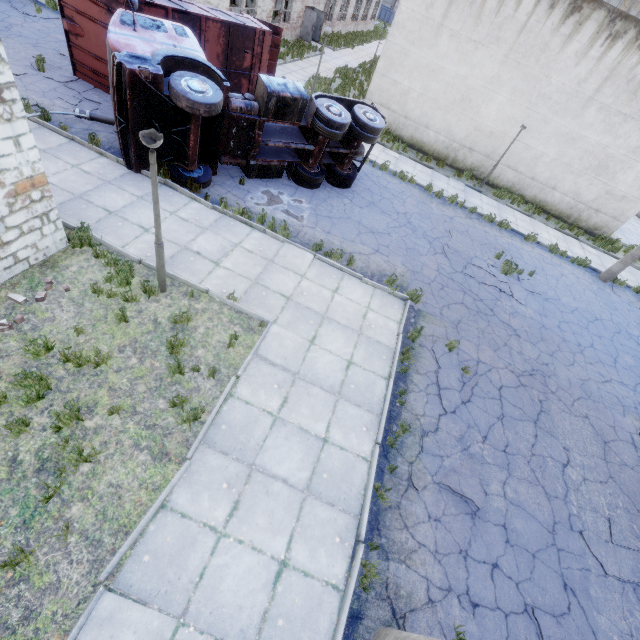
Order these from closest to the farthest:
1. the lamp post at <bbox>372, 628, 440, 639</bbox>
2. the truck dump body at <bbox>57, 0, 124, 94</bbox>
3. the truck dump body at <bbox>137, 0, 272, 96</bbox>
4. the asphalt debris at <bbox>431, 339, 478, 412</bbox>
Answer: the lamp post at <bbox>372, 628, 440, 639</bbox> → the asphalt debris at <bbox>431, 339, 478, 412</bbox> → the truck dump body at <bbox>57, 0, 124, 94</bbox> → the truck dump body at <bbox>137, 0, 272, 96</bbox>

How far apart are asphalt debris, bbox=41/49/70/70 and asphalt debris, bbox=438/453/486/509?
17.3 meters

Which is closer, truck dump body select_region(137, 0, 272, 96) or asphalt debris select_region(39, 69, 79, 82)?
truck dump body select_region(137, 0, 272, 96)

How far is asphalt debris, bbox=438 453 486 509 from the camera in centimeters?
613cm

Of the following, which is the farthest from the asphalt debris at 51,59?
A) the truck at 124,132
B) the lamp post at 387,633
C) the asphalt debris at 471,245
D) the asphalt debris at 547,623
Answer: the asphalt debris at 547,623

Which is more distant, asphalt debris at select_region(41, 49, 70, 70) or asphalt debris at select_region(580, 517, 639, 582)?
asphalt debris at select_region(41, 49, 70, 70)

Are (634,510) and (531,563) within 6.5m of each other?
yes

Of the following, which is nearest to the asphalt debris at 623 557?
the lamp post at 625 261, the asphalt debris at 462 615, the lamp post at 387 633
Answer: the asphalt debris at 462 615
